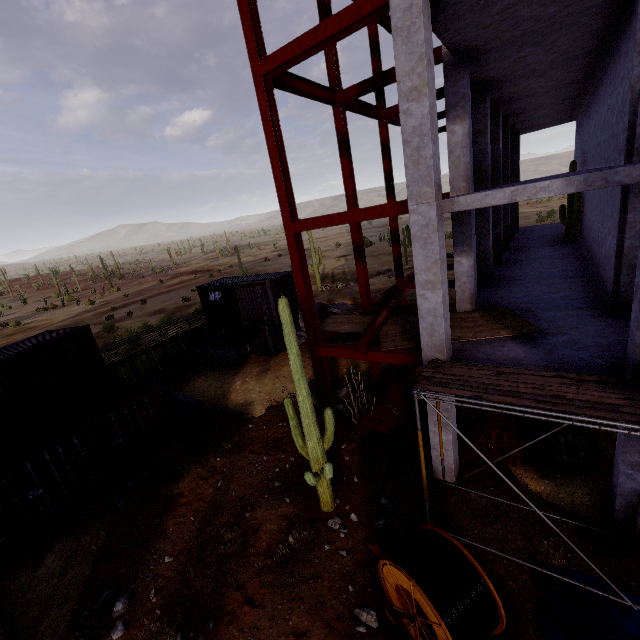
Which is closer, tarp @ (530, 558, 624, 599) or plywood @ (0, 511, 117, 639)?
tarp @ (530, 558, 624, 599)

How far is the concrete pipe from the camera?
17.3m

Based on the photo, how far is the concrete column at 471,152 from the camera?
9.3m

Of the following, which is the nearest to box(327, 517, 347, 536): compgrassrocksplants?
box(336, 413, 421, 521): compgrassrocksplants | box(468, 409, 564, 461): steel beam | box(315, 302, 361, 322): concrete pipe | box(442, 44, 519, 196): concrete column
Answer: box(336, 413, 421, 521): compgrassrocksplants

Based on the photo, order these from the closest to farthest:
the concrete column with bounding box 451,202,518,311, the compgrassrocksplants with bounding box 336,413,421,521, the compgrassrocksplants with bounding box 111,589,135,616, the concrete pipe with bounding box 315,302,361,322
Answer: the compgrassrocksplants with bounding box 111,589,135,616
the compgrassrocksplants with bounding box 336,413,421,521
the concrete column with bounding box 451,202,518,311
the concrete pipe with bounding box 315,302,361,322

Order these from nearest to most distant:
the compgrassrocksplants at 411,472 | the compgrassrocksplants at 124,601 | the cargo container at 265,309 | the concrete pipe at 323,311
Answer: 1. the compgrassrocksplants at 124,601
2. the compgrassrocksplants at 411,472
3. the concrete pipe at 323,311
4. the cargo container at 265,309

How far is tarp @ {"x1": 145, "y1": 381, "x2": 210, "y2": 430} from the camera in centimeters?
1382cm

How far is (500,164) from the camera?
15.80m
